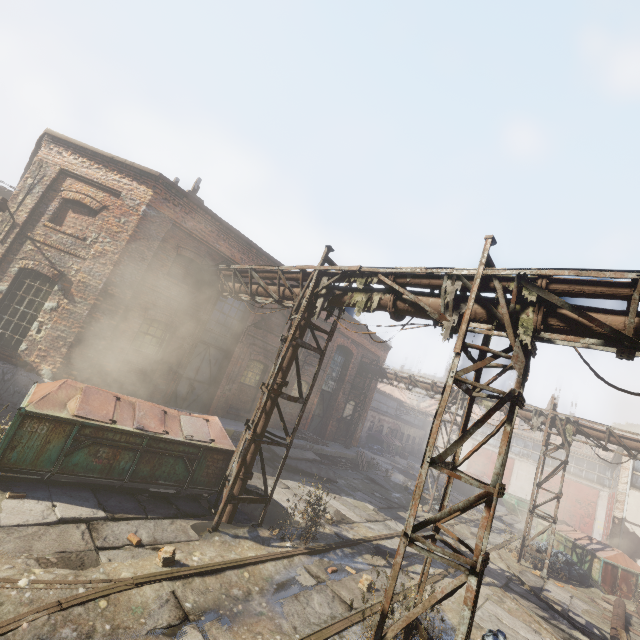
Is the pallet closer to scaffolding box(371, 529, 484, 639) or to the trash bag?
the trash bag

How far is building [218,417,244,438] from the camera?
12.9m

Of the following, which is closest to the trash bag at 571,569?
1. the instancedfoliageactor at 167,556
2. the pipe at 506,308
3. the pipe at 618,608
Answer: the pipe at 618,608

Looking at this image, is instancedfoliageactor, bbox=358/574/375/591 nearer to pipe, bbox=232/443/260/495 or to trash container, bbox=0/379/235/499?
pipe, bbox=232/443/260/495

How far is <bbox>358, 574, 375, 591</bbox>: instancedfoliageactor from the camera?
5.7m

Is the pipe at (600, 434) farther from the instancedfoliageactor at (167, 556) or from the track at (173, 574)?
the instancedfoliageactor at (167, 556)

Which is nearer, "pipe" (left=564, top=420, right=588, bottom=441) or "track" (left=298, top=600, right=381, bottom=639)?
"track" (left=298, top=600, right=381, bottom=639)

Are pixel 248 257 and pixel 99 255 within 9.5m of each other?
yes
